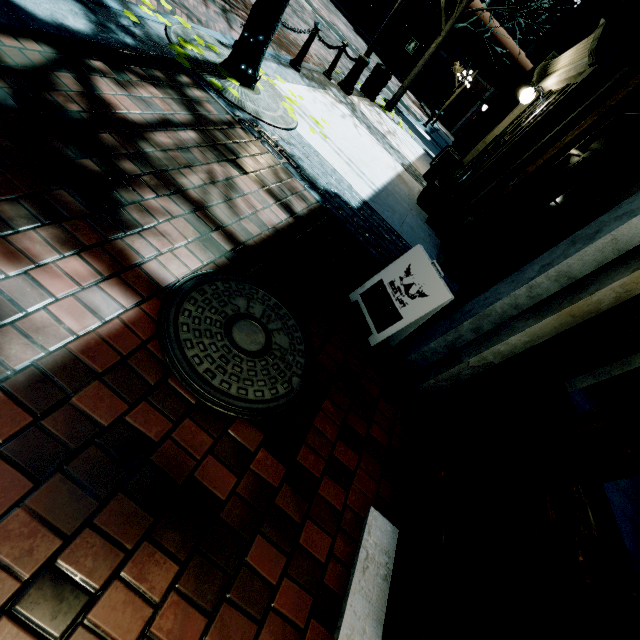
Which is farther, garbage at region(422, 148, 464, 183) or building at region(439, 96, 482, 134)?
building at region(439, 96, 482, 134)

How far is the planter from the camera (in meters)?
6.23

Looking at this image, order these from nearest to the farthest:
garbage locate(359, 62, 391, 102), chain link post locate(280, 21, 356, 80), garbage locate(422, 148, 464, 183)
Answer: chain link post locate(280, 21, 356, 80) < garbage locate(422, 148, 464, 183) < garbage locate(359, 62, 391, 102)

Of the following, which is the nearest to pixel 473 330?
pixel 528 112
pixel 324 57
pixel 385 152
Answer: pixel 385 152

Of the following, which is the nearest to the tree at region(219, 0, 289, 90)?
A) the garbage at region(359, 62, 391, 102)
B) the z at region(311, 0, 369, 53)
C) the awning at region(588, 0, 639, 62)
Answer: the awning at region(588, 0, 639, 62)

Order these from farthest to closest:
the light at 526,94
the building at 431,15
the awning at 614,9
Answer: the building at 431,15 < the light at 526,94 < the awning at 614,9

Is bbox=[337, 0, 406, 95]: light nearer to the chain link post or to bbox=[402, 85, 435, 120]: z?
the chain link post

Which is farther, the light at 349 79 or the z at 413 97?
the z at 413 97
